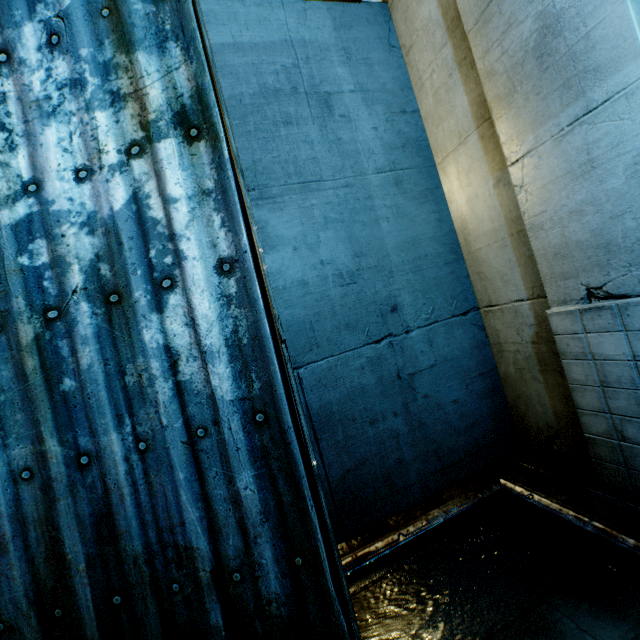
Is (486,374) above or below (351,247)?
below
